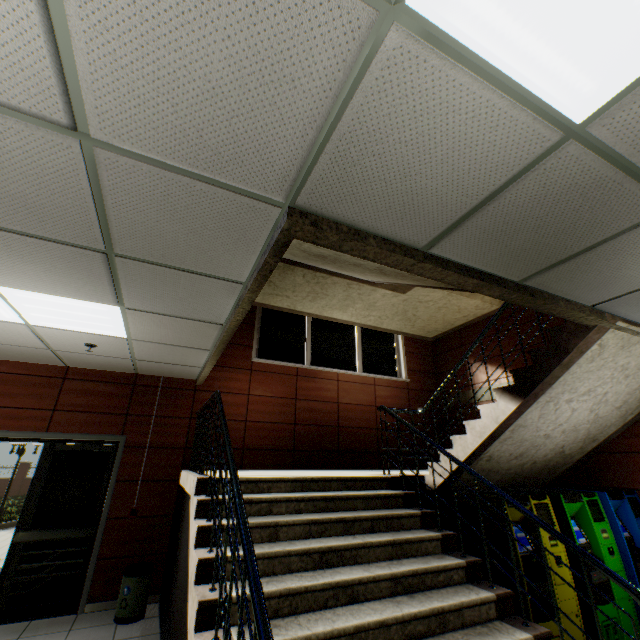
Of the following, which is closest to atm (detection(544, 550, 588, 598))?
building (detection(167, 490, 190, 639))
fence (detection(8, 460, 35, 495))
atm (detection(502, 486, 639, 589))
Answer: atm (detection(502, 486, 639, 589))

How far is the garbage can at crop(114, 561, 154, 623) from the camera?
4.1 meters

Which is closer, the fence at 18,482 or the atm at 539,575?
the atm at 539,575

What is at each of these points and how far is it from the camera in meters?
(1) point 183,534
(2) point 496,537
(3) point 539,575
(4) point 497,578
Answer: (1) building, 4.4
(2) atm, 3.4
(3) atm, 3.2
(4) atm, 3.4

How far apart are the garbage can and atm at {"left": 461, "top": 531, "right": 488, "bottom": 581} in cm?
408

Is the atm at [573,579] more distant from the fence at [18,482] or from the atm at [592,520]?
the fence at [18,482]

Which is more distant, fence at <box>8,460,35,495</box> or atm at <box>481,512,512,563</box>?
fence at <box>8,460,35,495</box>

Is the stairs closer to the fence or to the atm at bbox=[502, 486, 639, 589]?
the atm at bbox=[502, 486, 639, 589]
